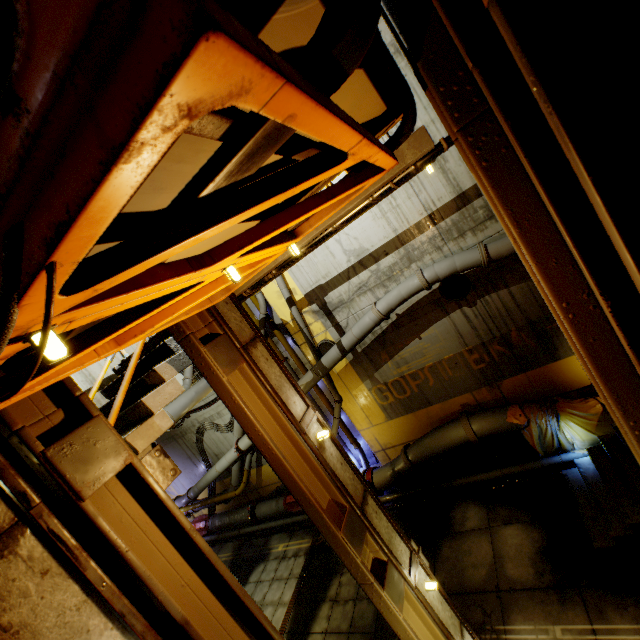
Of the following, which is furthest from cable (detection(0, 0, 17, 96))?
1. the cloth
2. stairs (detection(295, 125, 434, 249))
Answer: the cloth

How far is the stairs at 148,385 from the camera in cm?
359

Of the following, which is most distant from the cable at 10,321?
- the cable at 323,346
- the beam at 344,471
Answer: the cable at 323,346

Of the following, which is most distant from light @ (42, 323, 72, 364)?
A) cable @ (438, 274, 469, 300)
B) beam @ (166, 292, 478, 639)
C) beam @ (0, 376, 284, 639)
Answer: cable @ (438, 274, 469, 300)

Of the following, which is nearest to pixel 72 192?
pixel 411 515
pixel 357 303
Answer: pixel 357 303

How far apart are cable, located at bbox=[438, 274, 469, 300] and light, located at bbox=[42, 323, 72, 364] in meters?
9.3 m

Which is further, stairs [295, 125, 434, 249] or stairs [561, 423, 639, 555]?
stairs [561, 423, 639, 555]

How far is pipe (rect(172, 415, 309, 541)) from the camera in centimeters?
1320cm
